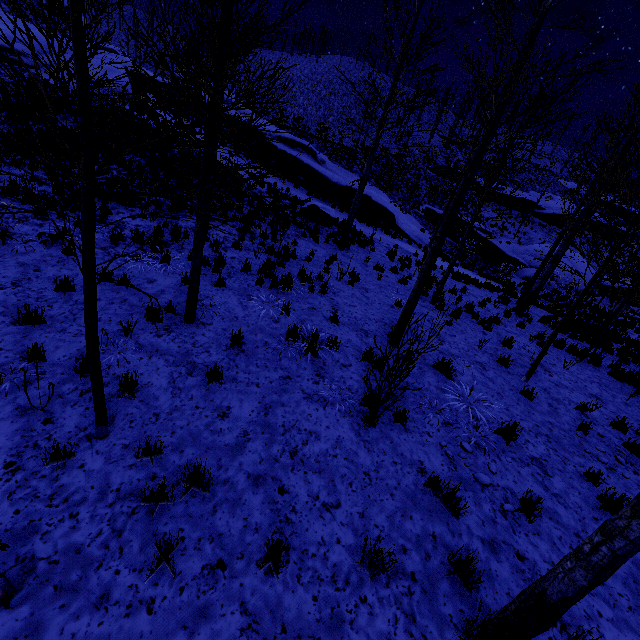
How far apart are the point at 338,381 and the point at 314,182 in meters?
17.8

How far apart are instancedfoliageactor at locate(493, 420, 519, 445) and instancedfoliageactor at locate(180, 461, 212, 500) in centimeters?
460cm

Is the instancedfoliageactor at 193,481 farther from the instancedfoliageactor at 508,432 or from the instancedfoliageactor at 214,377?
the instancedfoliageactor at 508,432

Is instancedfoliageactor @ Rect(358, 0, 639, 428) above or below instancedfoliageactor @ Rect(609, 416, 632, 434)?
below

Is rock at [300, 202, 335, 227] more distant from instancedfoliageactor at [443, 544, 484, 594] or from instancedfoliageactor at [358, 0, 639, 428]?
instancedfoliageactor at [443, 544, 484, 594]

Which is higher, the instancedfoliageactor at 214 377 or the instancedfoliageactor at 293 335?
the instancedfoliageactor at 293 335

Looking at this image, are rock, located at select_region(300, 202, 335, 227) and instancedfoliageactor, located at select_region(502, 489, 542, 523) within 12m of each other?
no

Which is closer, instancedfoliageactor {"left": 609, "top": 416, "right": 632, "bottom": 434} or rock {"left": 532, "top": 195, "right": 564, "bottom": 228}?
instancedfoliageactor {"left": 609, "top": 416, "right": 632, "bottom": 434}
